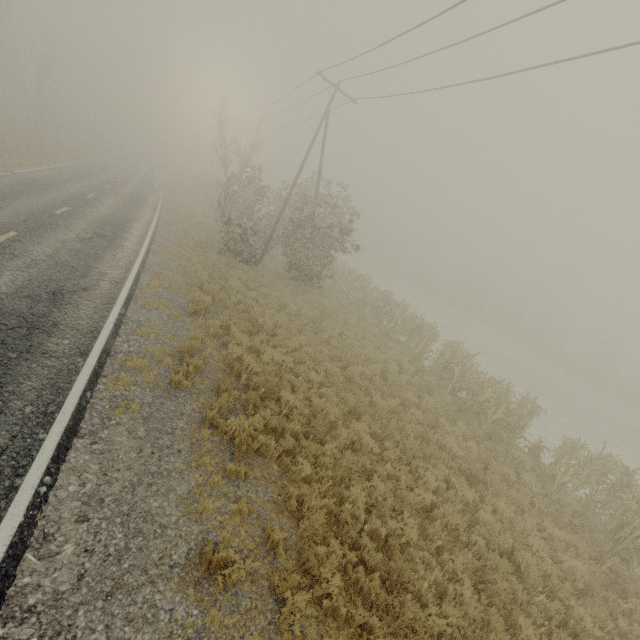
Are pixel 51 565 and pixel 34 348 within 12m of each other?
yes
